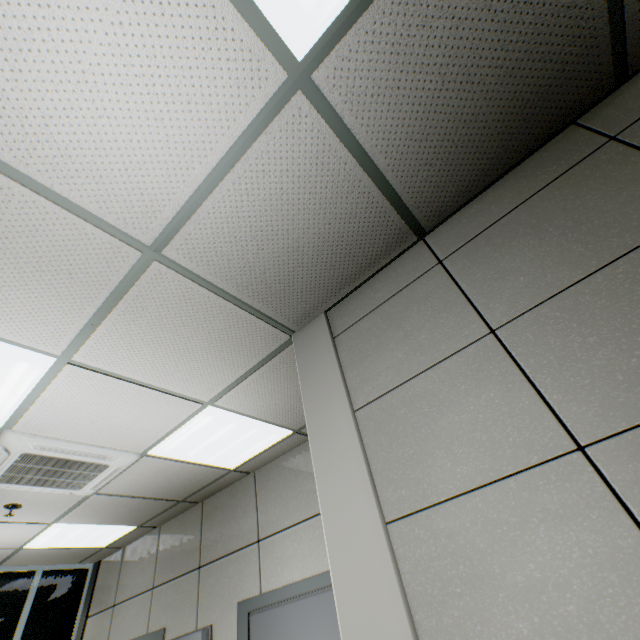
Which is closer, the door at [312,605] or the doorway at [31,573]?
the door at [312,605]

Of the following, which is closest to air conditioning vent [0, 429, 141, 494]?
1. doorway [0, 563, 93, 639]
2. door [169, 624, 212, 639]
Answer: door [169, 624, 212, 639]

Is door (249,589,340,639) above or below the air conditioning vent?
below

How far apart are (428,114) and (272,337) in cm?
147

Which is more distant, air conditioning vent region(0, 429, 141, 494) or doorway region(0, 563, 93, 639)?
doorway region(0, 563, 93, 639)

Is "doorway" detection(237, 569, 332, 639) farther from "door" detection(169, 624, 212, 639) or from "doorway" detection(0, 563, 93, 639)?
"doorway" detection(0, 563, 93, 639)

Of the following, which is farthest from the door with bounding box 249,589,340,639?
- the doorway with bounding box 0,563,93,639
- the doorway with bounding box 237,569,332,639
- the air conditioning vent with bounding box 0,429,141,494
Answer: A: the doorway with bounding box 0,563,93,639

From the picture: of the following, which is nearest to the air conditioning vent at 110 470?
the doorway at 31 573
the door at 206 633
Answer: the door at 206 633
